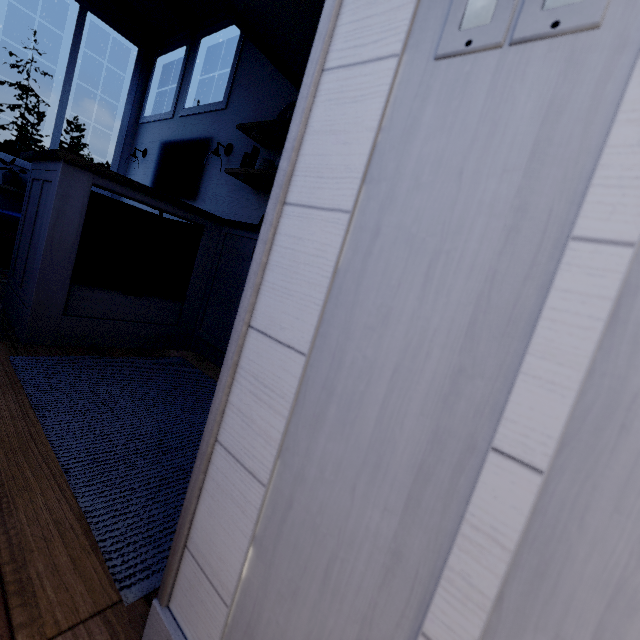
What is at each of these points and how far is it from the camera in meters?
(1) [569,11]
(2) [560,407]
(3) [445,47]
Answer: (1) bp, 0.3 m
(2) tree, 0.3 m
(3) bp, 0.4 m
